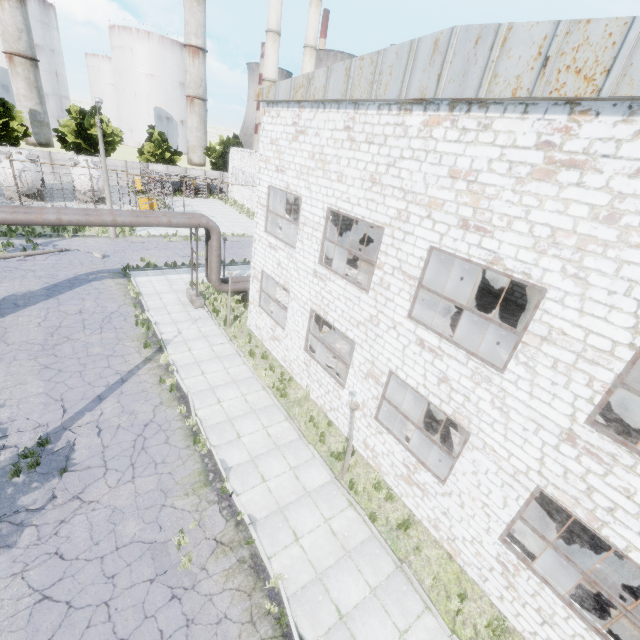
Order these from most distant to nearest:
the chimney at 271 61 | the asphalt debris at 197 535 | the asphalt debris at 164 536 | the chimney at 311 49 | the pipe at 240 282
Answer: the chimney at 311 49, the chimney at 271 61, the pipe at 240 282, the asphalt debris at 197 535, the asphalt debris at 164 536

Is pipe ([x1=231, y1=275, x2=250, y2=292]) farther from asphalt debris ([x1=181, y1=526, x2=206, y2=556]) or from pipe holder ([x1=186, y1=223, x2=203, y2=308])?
asphalt debris ([x1=181, y1=526, x2=206, y2=556])

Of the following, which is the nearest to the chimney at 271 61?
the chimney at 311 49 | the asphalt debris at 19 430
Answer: the chimney at 311 49

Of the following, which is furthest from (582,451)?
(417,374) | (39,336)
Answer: (39,336)

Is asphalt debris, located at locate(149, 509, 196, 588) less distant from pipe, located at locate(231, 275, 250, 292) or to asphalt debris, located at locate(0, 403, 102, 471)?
asphalt debris, located at locate(0, 403, 102, 471)

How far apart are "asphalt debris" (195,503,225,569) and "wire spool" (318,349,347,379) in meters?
7.0

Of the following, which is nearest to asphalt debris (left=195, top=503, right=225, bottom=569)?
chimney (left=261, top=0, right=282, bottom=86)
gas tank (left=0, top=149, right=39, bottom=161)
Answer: gas tank (left=0, top=149, right=39, bottom=161)

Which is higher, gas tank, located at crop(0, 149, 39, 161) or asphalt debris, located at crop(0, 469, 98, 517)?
gas tank, located at crop(0, 149, 39, 161)
